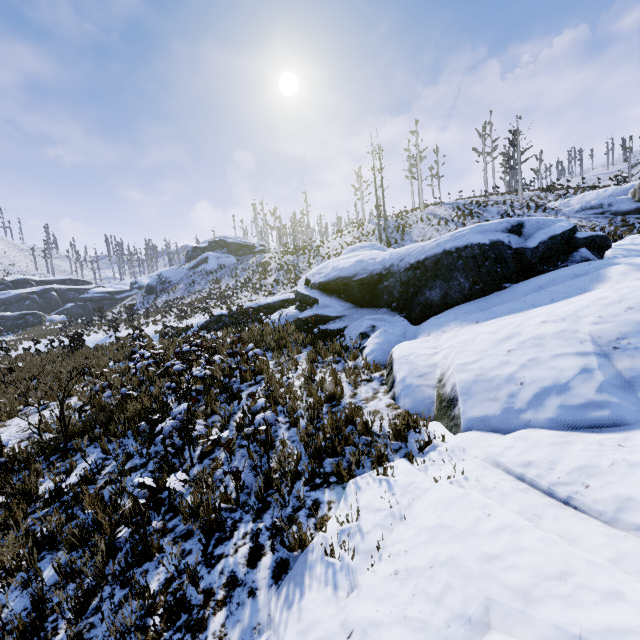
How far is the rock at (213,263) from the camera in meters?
49.4 m

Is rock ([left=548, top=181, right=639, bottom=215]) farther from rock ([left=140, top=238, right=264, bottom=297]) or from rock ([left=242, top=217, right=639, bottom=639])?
rock ([left=140, top=238, right=264, bottom=297])

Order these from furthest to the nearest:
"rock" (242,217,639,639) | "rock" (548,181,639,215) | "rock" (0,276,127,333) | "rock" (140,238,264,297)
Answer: "rock" (140,238,264,297) < "rock" (0,276,127,333) < "rock" (548,181,639,215) < "rock" (242,217,639,639)

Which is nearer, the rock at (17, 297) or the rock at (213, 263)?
the rock at (17, 297)

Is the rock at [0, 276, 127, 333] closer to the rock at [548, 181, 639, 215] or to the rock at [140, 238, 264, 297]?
the rock at [140, 238, 264, 297]

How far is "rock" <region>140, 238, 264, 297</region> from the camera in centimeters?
4938cm

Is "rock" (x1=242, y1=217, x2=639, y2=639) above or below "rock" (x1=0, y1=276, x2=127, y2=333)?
below

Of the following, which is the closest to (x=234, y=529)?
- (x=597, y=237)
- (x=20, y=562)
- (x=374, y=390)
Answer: (x=20, y=562)
